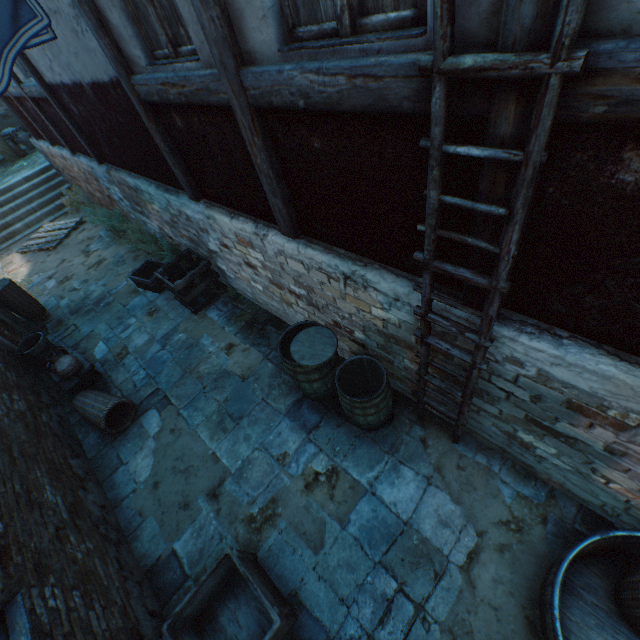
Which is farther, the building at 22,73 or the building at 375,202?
the building at 22,73

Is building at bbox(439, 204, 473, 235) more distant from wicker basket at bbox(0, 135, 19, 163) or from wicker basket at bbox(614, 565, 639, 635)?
wicker basket at bbox(0, 135, 19, 163)

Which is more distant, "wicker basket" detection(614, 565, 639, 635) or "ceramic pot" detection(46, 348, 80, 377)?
"ceramic pot" detection(46, 348, 80, 377)

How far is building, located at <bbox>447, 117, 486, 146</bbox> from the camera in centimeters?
154cm

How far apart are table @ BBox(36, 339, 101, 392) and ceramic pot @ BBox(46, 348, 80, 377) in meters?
0.1 m

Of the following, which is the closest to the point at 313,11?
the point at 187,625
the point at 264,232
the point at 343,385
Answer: the point at 264,232

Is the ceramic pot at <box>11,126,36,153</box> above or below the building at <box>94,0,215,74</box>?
below

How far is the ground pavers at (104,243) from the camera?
8.7 meters
